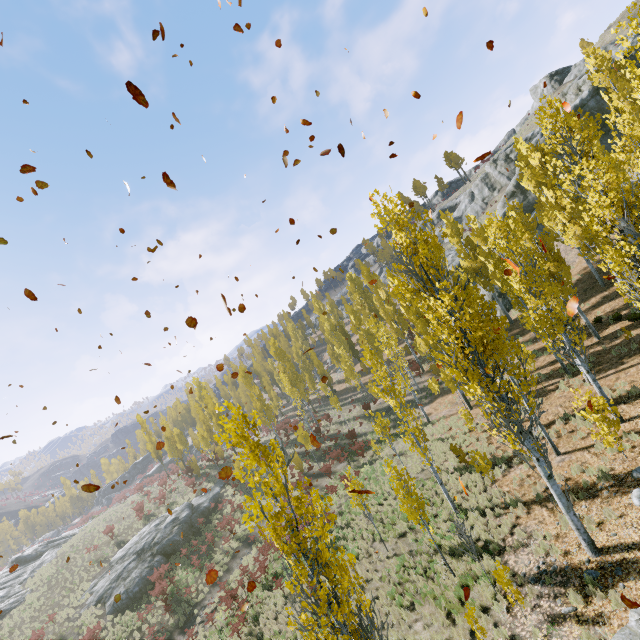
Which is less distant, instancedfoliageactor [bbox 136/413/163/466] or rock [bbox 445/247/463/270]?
rock [bbox 445/247/463/270]

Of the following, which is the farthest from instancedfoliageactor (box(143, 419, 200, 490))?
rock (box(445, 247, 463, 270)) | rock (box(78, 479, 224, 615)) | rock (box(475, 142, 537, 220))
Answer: rock (box(475, 142, 537, 220))

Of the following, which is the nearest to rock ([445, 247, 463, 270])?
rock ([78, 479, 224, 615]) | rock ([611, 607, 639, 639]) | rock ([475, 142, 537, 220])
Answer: rock ([475, 142, 537, 220])

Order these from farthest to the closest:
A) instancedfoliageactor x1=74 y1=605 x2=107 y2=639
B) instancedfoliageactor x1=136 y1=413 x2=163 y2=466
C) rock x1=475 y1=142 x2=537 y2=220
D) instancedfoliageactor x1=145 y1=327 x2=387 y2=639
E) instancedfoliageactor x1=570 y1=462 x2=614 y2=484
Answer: instancedfoliageactor x1=136 y1=413 x2=163 y2=466 → rock x1=475 y1=142 x2=537 y2=220 → instancedfoliageactor x1=74 y1=605 x2=107 y2=639 → instancedfoliageactor x1=570 y1=462 x2=614 y2=484 → instancedfoliageactor x1=145 y1=327 x2=387 y2=639

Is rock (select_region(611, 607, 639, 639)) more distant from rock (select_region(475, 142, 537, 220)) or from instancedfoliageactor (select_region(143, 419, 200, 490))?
rock (select_region(475, 142, 537, 220))

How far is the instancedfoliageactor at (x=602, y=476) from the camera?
10.9m

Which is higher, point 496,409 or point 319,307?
point 319,307

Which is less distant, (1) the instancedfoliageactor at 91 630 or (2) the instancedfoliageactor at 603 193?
(2) the instancedfoliageactor at 603 193
